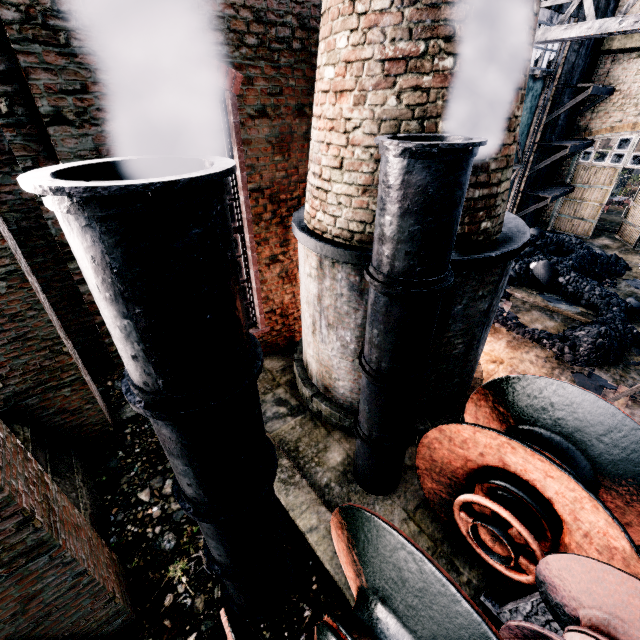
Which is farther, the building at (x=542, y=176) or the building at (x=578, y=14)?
the building at (x=542, y=176)

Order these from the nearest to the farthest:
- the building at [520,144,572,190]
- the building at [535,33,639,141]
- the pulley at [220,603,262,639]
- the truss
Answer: the pulley at [220,603,262,639], the truss, the building at [535,33,639,141], the building at [520,144,572,190]

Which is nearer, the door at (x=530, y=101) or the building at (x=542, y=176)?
the door at (x=530, y=101)

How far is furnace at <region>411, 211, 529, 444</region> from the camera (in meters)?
5.12

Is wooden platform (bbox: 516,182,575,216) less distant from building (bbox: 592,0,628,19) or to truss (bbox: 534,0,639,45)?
building (bbox: 592,0,628,19)

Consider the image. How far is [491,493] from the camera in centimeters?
462cm

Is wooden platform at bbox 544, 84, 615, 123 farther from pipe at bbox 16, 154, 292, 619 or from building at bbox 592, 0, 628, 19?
pipe at bbox 16, 154, 292, 619

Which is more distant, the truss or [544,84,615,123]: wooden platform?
[544,84,615,123]: wooden platform
